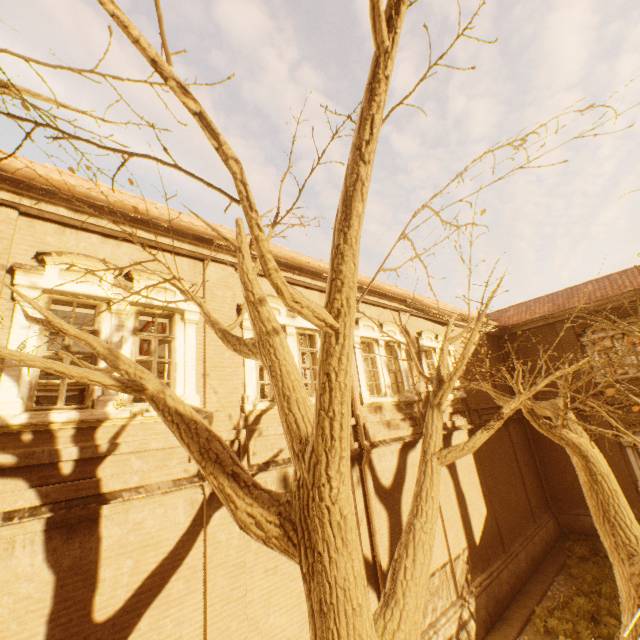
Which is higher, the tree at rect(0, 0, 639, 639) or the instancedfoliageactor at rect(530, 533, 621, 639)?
the tree at rect(0, 0, 639, 639)

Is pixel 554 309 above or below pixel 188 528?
above

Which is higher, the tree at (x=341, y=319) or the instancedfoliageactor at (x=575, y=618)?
the tree at (x=341, y=319)

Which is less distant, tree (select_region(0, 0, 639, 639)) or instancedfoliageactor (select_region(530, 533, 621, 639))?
tree (select_region(0, 0, 639, 639))

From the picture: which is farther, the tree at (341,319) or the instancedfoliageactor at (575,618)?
the instancedfoliageactor at (575,618)
